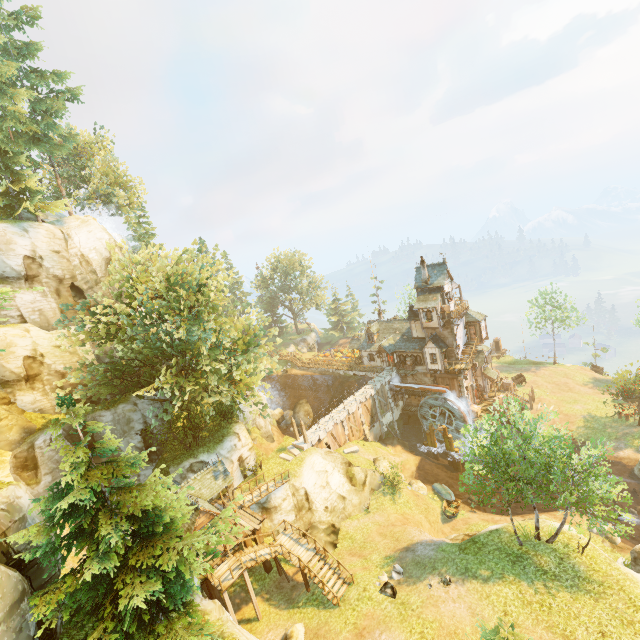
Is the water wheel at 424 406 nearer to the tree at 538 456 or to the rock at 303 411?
the tree at 538 456

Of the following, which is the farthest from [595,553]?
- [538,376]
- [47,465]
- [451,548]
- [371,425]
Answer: [47,465]

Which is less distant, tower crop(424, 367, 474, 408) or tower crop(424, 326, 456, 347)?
tower crop(424, 326, 456, 347)

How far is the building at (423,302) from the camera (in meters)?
39.44

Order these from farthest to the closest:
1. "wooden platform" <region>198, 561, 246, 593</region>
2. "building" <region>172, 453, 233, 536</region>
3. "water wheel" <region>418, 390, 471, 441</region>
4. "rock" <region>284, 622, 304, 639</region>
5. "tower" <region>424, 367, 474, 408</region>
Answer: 1. "tower" <region>424, 367, 474, 408</region>
2. "water wheel" <region>418, 390, 471, 441</region>
3. "building" <region>172, 453, 233, 536</region>
4. "wooden platform" <region>198, 561, 246, 593</region>
5. "rock" <region>284, 622, 304, 639</region>

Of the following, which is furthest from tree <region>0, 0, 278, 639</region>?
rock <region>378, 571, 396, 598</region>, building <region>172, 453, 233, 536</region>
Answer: rock <region>378, 571, 396, 598</region>

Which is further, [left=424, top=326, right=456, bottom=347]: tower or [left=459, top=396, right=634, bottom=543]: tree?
[left=424, top=326, right=456, bottom=347]: tower

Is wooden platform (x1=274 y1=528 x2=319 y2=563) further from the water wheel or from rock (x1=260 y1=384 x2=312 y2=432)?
the water wheel
